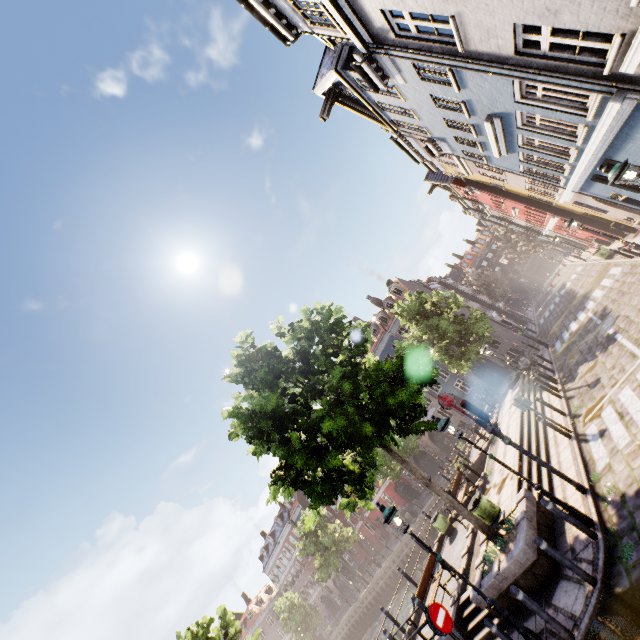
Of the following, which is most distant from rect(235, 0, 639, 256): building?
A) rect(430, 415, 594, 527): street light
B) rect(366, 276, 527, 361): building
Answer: rect(366, 276, 527, 361): building

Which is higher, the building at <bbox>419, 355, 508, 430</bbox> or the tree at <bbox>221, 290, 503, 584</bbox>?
the tree at <bbox>221, 290, 503, 584</bbox>

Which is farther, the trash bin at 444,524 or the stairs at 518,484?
the trash bin at 444,524

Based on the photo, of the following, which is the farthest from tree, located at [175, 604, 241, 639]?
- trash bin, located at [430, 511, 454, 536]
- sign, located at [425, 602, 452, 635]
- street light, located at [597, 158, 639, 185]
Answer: street light, located at [597, 158, 639, 185]

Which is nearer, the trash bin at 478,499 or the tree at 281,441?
the tree at 281,441

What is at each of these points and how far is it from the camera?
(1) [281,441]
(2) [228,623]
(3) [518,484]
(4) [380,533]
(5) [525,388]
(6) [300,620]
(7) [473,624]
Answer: (1) tree, 9.1m
(2) tree, 15.9m
(3) stairs, 11.1m
(4) building, 45.4m
(5) stairs, 19.6m
(6) tree, 42.7m
(7) stairs, 8.9m

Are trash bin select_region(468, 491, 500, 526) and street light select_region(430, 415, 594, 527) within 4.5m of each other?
yes

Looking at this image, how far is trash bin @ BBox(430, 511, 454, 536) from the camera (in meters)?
15.73
